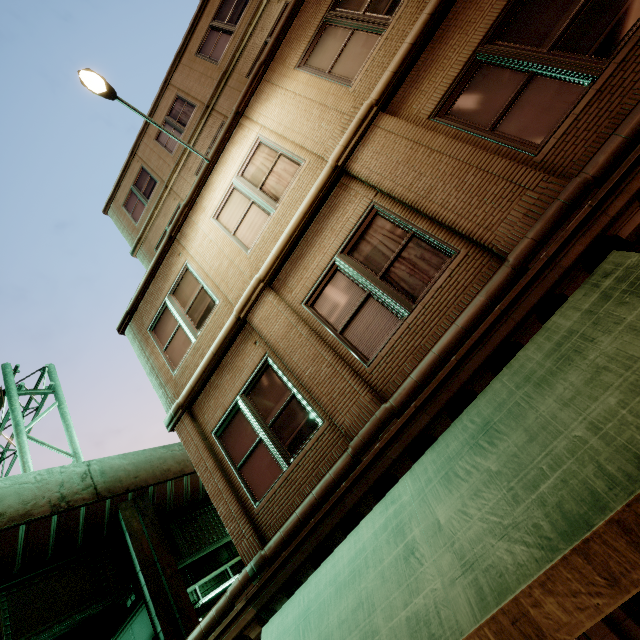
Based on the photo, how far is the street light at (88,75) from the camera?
5.95m

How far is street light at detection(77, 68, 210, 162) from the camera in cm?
595

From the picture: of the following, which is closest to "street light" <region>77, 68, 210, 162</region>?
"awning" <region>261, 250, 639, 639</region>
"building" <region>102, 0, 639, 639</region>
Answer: "building" <region>102, 0, 639, 639</region>

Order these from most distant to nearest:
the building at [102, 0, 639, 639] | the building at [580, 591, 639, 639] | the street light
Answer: the street light → the building at [102, 0, 639, 639] → the building at [580, 591, 639, 639]

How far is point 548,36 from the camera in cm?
429

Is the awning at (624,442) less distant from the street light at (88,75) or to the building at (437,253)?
the building at (437,253)

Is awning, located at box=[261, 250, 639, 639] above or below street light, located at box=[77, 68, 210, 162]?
below
